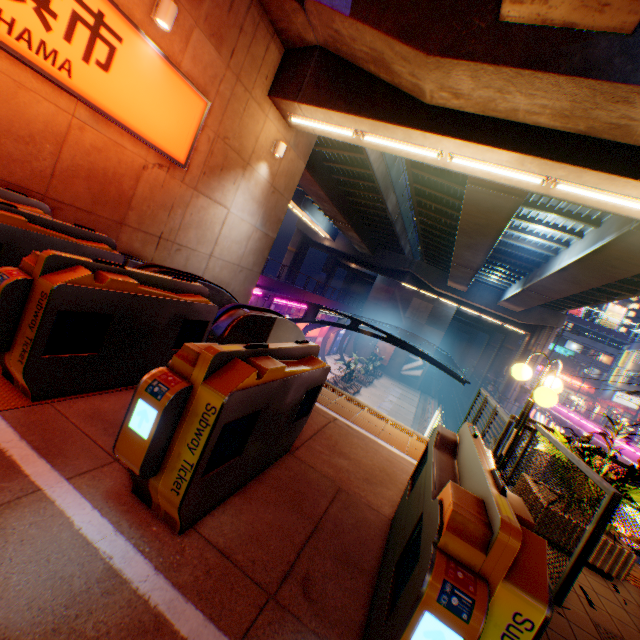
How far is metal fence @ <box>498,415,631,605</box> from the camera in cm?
283

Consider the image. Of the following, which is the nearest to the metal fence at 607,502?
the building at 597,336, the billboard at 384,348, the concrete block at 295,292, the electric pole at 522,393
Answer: the concrete block at 295,292

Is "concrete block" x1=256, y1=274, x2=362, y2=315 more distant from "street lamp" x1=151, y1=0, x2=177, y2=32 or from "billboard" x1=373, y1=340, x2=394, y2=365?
"street lamp" x1=151, y1=0, x2=177, y2=32

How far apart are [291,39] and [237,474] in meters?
10.7 m

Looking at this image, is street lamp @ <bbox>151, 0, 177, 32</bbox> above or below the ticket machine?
above

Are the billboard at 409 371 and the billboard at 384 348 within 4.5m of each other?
yes

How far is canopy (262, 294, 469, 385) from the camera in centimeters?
1772cm

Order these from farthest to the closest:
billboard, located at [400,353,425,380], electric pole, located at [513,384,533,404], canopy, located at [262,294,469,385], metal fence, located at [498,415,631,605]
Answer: billboard, located at [400,353,425,380] → electric pole, located at [513,384,533,404] → canopy, located at [262,294,469,385] → metal fence, located at [498,415,631,605]
